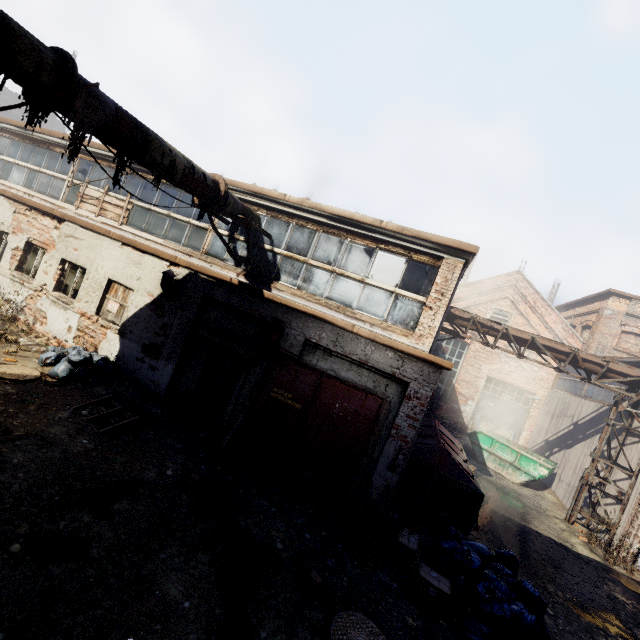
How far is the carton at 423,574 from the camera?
5.11m

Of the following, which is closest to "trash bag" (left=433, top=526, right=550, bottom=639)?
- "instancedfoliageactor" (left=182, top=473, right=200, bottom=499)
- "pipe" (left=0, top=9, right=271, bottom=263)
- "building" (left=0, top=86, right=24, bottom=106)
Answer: "instancedfoliageactor" (left=182, top=473, right=200, bottom=499)

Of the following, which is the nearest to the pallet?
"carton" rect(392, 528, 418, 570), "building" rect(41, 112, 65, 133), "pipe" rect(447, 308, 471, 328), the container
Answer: "carton" rect(392, 528, 418, 570)

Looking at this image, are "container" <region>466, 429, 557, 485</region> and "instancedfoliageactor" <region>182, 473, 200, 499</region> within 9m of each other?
no

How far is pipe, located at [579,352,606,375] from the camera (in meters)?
11.44

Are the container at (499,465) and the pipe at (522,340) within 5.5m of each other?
yes

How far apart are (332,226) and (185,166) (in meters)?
3.42

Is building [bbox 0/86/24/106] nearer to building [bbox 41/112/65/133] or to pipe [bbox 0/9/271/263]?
building [bbox 41/112/65/133]
